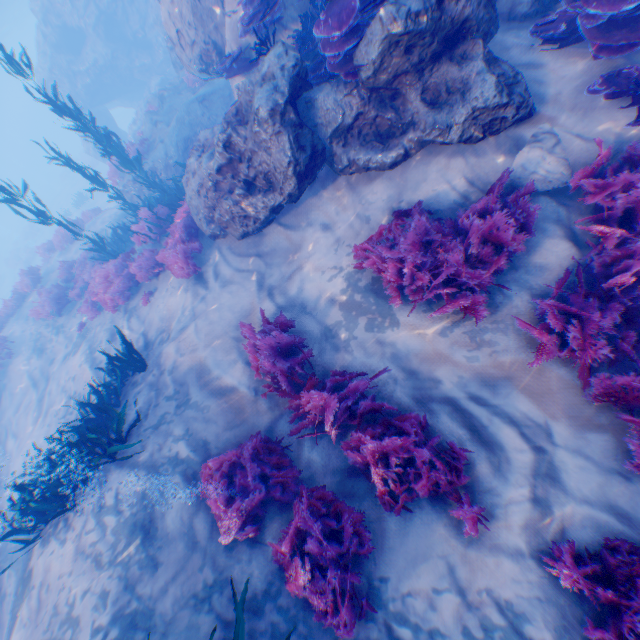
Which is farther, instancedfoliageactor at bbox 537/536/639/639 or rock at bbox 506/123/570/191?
rock at bbox 506/123/570/191

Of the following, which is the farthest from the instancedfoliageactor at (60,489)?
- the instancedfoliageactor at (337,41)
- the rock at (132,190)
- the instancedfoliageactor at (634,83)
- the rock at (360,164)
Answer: the rock at (132,190)

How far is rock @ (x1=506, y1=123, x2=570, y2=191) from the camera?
4.6 meters

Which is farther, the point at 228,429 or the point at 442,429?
the point at 228,429

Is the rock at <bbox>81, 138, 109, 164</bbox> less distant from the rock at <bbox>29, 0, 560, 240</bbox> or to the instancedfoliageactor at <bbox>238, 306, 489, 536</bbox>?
the rock at <bbox>29, 0, 560, 240</bbox>

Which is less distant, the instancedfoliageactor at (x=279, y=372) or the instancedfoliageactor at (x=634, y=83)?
the instancedfoliageactor at (x=279, y=372)

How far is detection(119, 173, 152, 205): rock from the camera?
13.9 meters

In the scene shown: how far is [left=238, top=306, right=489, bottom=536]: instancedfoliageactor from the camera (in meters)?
3.62
